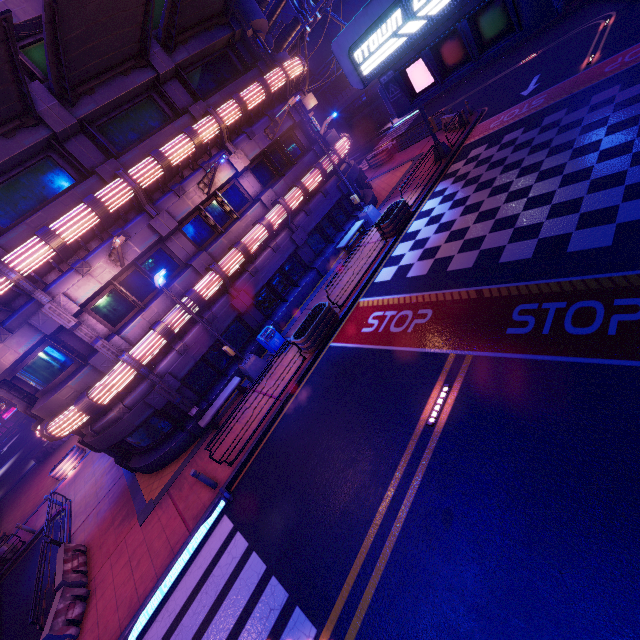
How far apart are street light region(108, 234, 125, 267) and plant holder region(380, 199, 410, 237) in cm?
1134

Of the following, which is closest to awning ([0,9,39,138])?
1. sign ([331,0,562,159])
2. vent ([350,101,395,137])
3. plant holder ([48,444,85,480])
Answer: sign ([331,0,562,159])

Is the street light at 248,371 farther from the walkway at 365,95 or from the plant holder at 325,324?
the walkway at 365,95

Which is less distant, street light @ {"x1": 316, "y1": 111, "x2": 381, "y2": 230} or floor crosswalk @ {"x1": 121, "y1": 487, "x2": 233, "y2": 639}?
floor crosswalk @ {"x1": 121, "y1": 487, "x2": 233, "y2": 639}

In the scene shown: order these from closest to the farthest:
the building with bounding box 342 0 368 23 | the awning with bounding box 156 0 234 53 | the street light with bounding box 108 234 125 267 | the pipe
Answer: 1. the street light with bounding box 108 234 125 267
2. the awning with bounding box 156 0 234 53
3. the pipe
4. the building with bounding box 342 0 368 23

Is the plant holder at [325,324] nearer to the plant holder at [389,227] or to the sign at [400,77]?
the plant holder at [389,227]

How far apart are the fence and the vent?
51.9m

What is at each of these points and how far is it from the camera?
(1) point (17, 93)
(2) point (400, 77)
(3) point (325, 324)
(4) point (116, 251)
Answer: (1) awning, 10.0 meters
(2) sign, 5.4 meters
(3) plant holder, 13.5 meters
(4) street light, 11.4 meters
